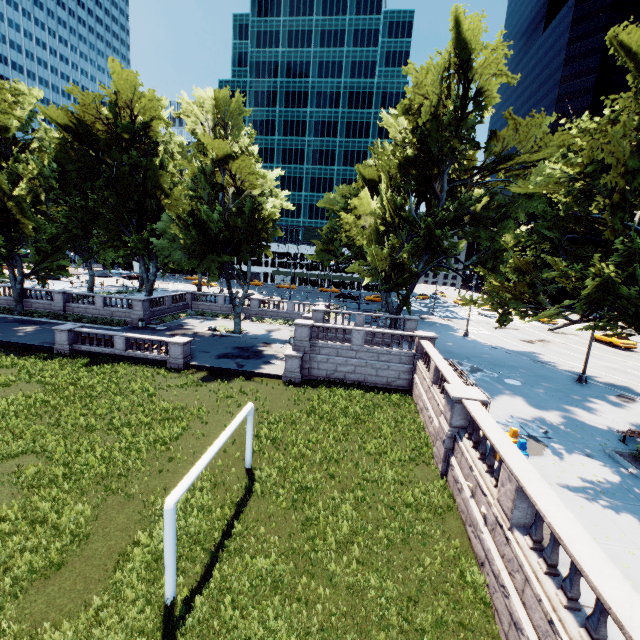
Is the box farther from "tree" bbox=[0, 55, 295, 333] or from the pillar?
the pillar

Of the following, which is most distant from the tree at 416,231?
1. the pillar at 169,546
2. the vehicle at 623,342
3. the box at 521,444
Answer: the vehicle at 623,342

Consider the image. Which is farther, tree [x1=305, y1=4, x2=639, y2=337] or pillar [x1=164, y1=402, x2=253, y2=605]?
tree [x1=305, y1=4, x2=639, y2=337]

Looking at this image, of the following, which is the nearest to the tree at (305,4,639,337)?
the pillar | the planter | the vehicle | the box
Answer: the planter

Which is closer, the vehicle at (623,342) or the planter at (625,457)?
the planter at (625,457)

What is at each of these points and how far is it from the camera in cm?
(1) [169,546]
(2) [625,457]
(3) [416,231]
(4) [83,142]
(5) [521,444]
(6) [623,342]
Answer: (1) pillar, 802
(2) planter, 1314
(3) tree, 3522
(4) tree, 3250
(5) box, 1125
(6) vehicle, 3569

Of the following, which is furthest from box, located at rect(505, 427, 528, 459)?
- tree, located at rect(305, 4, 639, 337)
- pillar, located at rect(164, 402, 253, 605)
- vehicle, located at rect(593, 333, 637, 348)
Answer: vehicle, located at rect(593, 333, 637, 348)
